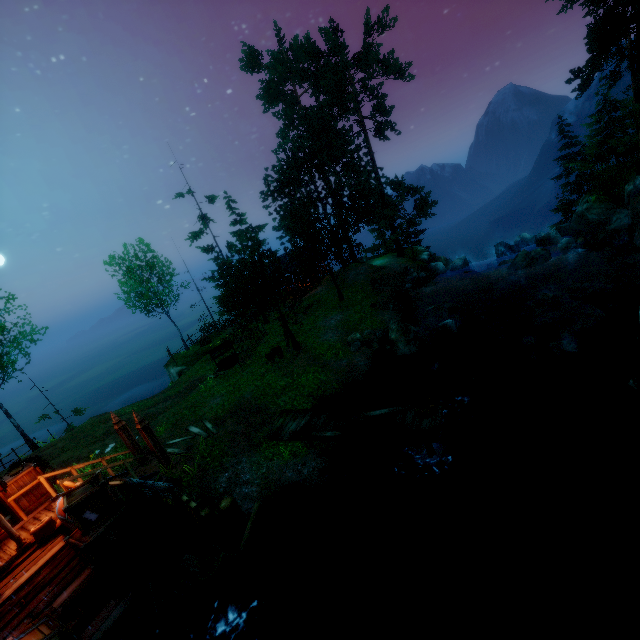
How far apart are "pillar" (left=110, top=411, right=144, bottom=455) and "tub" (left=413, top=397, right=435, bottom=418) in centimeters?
1058cm

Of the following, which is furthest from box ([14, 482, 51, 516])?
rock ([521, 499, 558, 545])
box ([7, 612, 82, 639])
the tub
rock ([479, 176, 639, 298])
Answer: rock ([479, 176, 639, 298])

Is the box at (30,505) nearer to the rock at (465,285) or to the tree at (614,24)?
the tree at (614,24)

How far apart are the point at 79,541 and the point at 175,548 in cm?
224

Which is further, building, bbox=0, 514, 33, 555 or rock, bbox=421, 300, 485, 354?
rock, bbox=421, 300, 485, 354

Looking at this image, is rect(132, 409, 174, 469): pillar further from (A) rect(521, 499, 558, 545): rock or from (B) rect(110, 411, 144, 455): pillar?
(A) rect(521, 499, 558, 545): rock

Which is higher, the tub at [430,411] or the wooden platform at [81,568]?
the wooden platform at [81,568]

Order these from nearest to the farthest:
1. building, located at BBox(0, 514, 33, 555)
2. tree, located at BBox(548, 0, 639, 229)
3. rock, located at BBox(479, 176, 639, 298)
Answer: building, located at BBox(0, 514, 33, 555), rock, located at BBox(479, 176, 639, 298), tree, located at BBox(548, 0, 639, 229)
